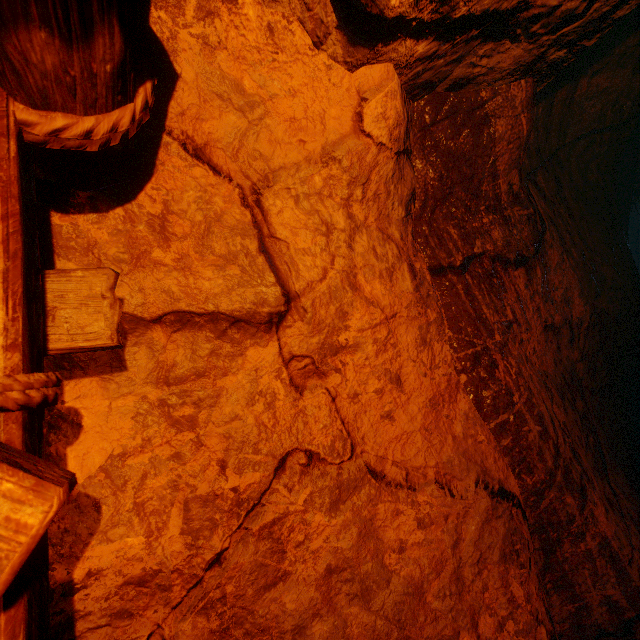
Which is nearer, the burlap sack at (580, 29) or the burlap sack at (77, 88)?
the burlap sack at (77, 88)

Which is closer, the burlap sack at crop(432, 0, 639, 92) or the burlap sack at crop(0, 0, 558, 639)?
the burlap sack at crop(0, 0, 558, 639)

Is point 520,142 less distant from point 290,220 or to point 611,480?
point 290,220

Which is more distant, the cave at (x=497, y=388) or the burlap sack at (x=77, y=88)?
the cave at (x=497, y=388)

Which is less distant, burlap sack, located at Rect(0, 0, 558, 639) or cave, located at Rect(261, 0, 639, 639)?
burlap sack, located at Rect(0, 0, 558, 639)
